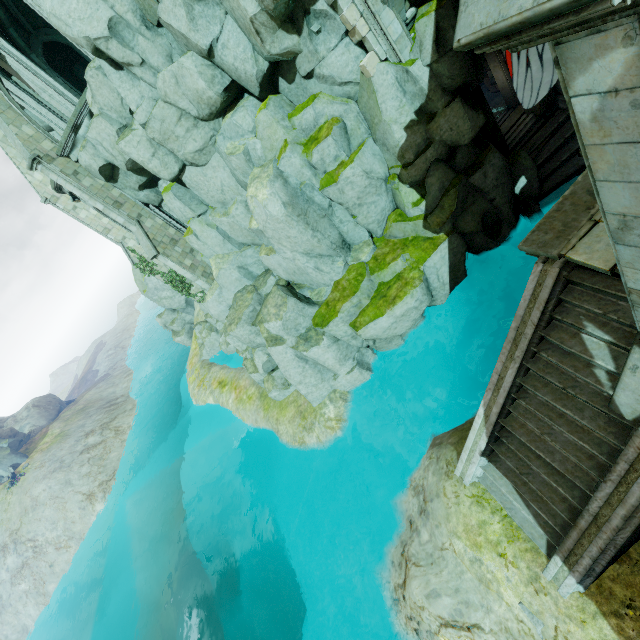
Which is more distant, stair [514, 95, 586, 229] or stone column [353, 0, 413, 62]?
stair [514, 95, 586, 229]

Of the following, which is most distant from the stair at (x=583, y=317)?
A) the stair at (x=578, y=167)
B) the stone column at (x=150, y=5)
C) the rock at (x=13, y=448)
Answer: the rock at (x=13, y=448)

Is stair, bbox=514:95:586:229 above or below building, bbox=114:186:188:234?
below

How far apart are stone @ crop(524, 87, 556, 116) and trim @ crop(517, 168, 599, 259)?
8.6 meters

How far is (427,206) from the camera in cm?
1203

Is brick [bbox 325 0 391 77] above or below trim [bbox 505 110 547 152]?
above

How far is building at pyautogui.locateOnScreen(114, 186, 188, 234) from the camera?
18.3m

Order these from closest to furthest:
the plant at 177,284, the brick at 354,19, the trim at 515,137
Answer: the brick at 354,19, the trim at 515,137, the plant at 177,284
